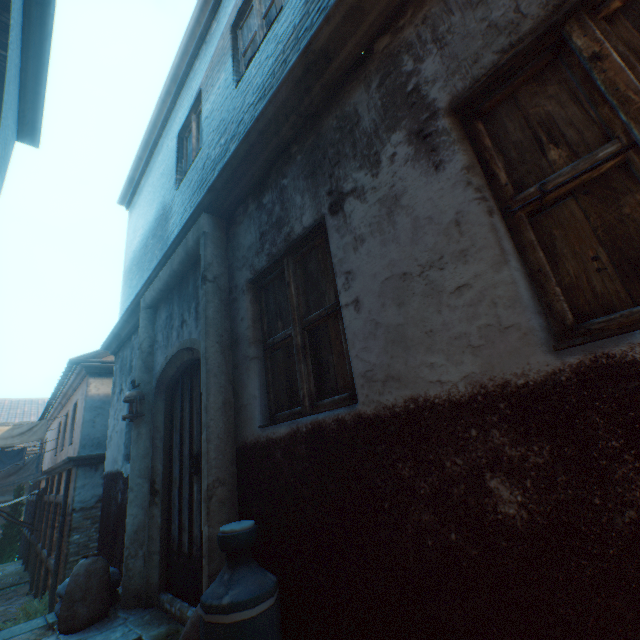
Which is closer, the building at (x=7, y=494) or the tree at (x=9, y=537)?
the tree at (x=9, y=537)

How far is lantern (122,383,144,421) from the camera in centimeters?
402cm

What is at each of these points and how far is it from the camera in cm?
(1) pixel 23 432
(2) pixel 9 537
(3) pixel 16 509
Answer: (1) clothesline, 1096
(2) tree, 1845
(3) tree, 1900

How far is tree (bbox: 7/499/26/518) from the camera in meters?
19.0 m

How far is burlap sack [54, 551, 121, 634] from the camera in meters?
3.0 m

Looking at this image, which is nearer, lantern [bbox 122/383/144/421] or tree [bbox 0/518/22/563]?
lantern [bbox 122/383/144/421]

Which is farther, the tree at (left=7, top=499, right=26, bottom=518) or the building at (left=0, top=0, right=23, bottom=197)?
the tree at (left=7, top=499, right=26, bottom=518)

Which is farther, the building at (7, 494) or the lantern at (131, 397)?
the building at (7, 494)
